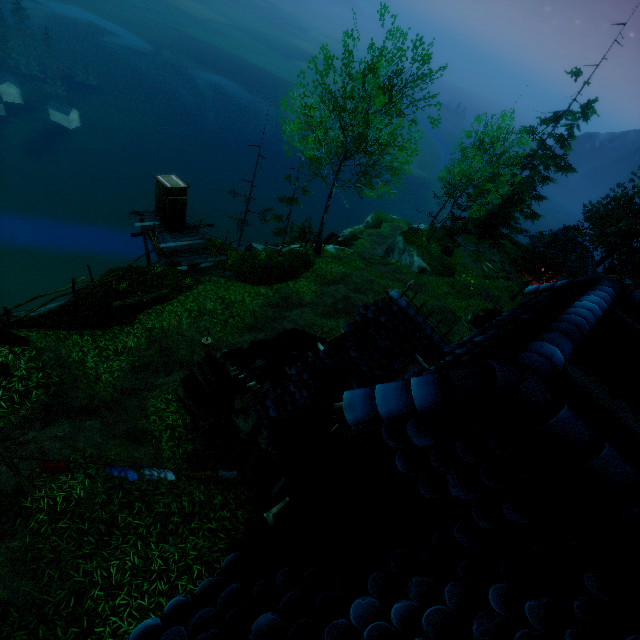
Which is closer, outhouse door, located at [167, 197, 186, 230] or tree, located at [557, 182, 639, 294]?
outhouse door, located at [167, 197, 186, 230]

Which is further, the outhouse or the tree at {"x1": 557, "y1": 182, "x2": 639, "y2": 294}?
the tree at {"x1": 557, "y1": 182, "x2": 639, "y2": 294}

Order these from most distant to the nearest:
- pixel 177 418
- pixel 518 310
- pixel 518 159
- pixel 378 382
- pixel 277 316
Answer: pixel 518 159 < pixel 277 316 < pixel 177 418 < pixel 378 382 < pixel 518 310

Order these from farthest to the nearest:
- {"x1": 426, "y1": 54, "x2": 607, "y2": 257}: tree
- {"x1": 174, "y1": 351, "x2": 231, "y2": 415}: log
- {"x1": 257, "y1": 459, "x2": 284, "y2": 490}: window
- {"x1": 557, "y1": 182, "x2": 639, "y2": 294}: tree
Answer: {"x1": 557, "y1": 182, "x2": 639, "y2": 294}: tree
{"x1": 426, "y1": 54, "x2": 607, "y2": 257}: tree
{"x1": 174, "y1": 351, "x2": 231, "y2": 415}: log
{"x1": 257, "y1": 459, "x2": 284, "y2": 490}: window

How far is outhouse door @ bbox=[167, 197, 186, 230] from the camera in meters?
16.9 m

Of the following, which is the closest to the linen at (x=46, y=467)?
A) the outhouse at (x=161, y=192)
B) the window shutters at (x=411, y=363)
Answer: the window shutters at (x=411, y=363)

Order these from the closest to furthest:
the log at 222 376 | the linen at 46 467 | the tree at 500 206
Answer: the linen at 46 467 → the log at 222 376 → the tree at 500 206

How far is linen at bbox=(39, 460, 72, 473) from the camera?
6.51m
